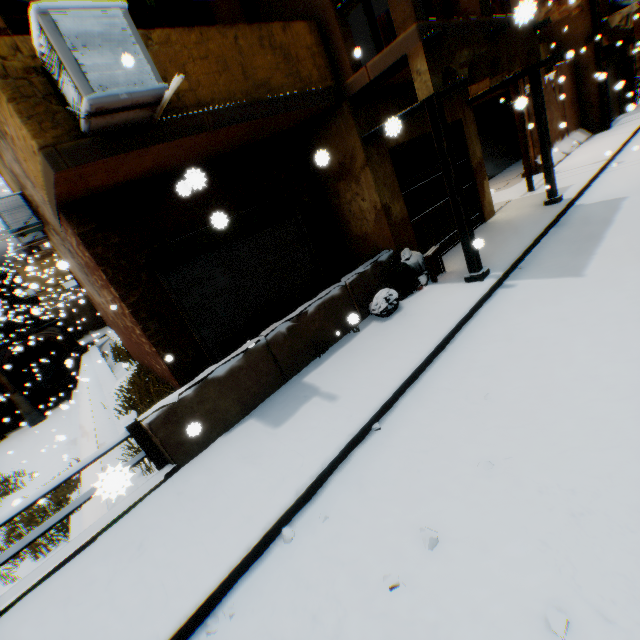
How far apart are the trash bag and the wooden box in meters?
0.1 m

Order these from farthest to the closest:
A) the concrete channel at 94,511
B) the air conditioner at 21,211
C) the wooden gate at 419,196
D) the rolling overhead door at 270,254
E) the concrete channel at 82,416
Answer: the concrete channel at 82,416, the air conditioner at 21,211, the wooden gate at 419,196, the rolling overhead door at 270,254, the concrete channel at 94,511

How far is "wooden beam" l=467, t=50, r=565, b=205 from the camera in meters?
7.3 m

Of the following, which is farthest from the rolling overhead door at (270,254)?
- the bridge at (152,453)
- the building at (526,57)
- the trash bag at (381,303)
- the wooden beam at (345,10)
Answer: the wooden beam at (345,10)

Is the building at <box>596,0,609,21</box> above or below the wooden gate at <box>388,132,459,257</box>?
above

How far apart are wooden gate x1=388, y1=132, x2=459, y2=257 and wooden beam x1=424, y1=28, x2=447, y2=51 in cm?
60

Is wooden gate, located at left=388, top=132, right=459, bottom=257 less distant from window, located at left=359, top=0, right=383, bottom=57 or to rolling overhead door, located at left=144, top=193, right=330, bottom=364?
rolling overhead door, located at left=144, top=193, right=330, bottom=364

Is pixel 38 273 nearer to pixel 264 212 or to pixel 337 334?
pixel 264 212
